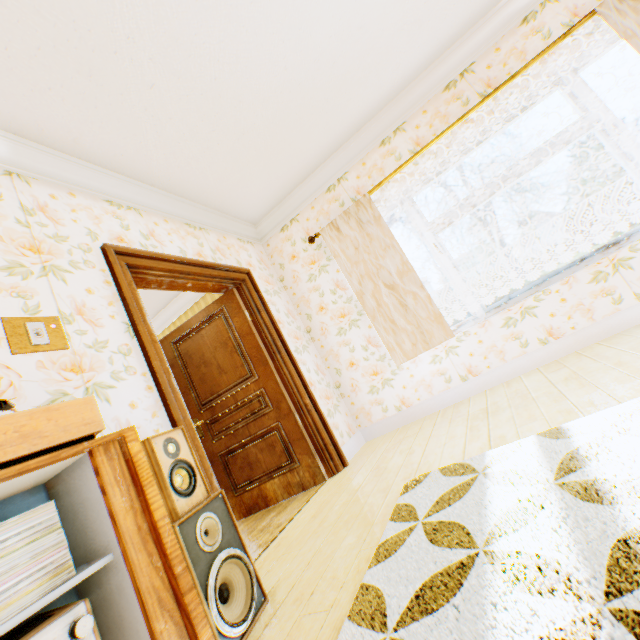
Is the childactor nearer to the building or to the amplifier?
the building

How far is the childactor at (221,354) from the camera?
3.29m

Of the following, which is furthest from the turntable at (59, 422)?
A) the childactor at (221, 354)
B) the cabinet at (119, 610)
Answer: the childactor at (221, 354)

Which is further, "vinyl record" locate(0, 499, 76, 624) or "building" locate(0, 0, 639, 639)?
"building" locate(0, 0, 639, 639)

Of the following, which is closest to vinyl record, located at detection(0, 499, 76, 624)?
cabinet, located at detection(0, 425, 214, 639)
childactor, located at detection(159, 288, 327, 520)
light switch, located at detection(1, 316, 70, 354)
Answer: cabinet, located at detection(0, 425, 214, 639)

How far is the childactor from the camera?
3.29m

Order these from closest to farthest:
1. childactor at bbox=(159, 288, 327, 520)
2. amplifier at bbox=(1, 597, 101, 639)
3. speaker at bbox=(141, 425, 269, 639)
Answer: amplifier at bbox=(1, 597, 101, 639) < speaker at bbox=(141, 425, 269, 639) < childactor at bbox=(159, 288, 327, 520)

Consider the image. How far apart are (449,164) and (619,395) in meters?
2.8 m
